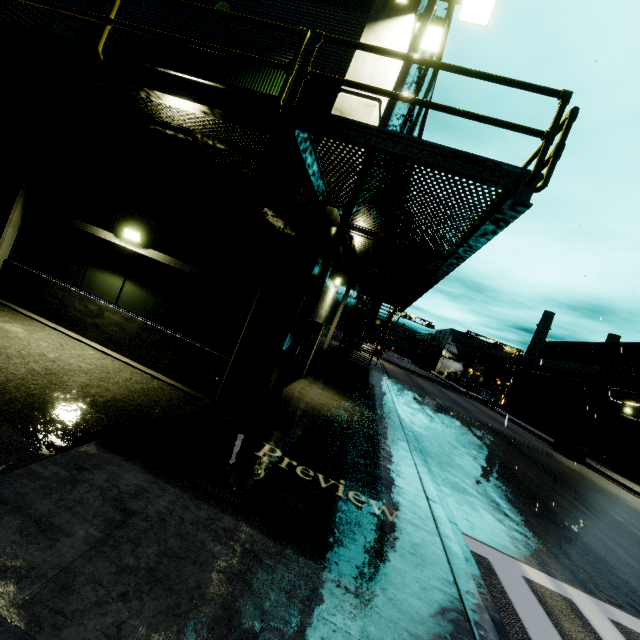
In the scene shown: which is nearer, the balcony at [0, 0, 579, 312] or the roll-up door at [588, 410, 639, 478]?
the balcony at [0, 0, 579, 312]

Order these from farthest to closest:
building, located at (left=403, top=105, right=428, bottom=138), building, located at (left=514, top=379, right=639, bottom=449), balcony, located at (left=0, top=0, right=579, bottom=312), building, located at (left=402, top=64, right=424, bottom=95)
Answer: building, located at (left=514, top=379, right=639, bottom=449), building, located at (left=403, top=105, right=428, bottom=138), building, located at (left=402, top=64, right=424, bottom=95), balcony, located at (left=0, top=0, right=579, bottom=312)

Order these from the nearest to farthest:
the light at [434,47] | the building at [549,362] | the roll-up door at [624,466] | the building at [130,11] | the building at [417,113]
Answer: the light at [434,47] < the building at [130,11] < the building at [417,113] < the roll-up door at [624,466] < the building at [549,362]

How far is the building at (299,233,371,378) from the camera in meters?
10.5 m

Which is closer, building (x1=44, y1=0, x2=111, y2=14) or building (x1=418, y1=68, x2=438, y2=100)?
building (x1=44, y1=0, x2=111, y2=14)

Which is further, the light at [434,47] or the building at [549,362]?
the building at [549,362]

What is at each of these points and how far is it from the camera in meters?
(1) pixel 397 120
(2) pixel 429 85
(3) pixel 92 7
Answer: (1) building, 10.9 m
(2) building, 14.8 m
(3) building, 8.3 m
